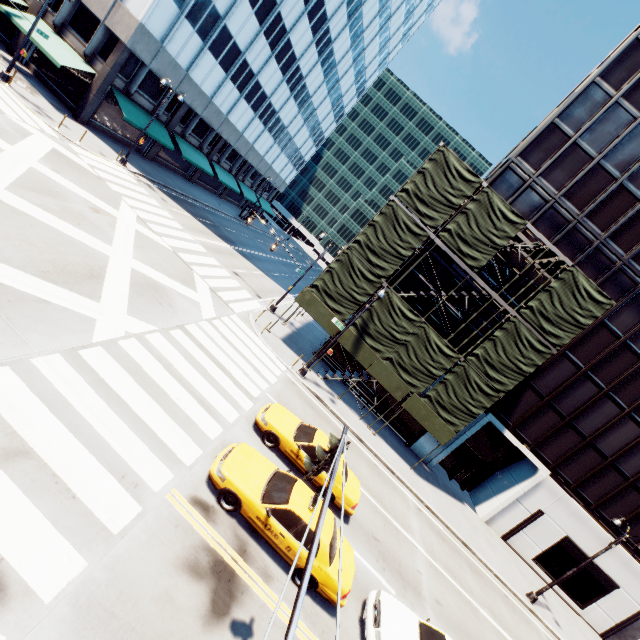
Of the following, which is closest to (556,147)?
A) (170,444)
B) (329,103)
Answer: (170,444)

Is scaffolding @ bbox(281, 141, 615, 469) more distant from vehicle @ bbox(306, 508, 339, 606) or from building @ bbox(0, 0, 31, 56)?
building @ bbox(0, 0, 31, 56)

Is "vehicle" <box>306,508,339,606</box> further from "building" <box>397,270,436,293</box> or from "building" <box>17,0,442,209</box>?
"building" <box>17,0,442,209</box>

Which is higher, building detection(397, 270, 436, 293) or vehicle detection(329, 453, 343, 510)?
building detection(397, 270, 436, 293)

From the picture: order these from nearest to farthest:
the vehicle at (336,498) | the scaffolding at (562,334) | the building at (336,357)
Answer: the vehicle at (336,498)
the scaffolding at (562,334)
the building at (336,357)

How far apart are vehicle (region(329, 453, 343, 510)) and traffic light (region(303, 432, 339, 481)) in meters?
7.1 m

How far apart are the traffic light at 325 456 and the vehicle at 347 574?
4.3m

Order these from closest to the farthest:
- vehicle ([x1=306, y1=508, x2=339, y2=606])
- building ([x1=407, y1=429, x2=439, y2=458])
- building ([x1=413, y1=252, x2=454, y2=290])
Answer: vehicle ([x1=306, y1=508, x2=339, y2=606]) < building ([x1=413, y1=252, x2=454, y2=290]) < building ([x1=407, y1=429, x2=439, y2=458])
